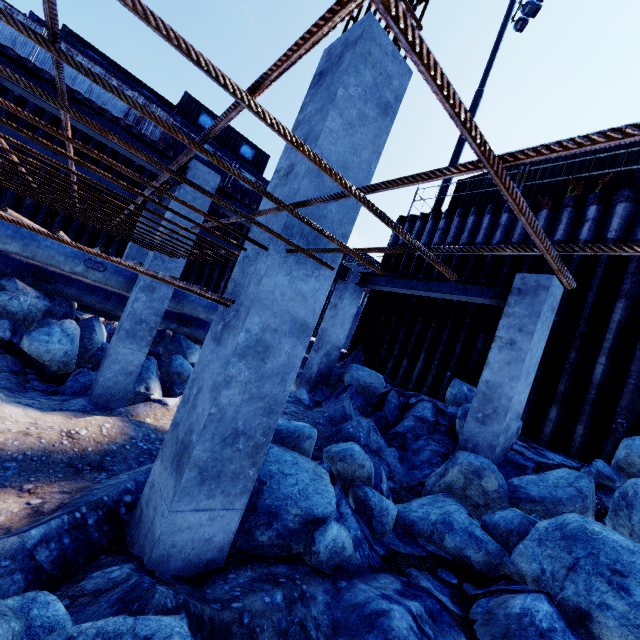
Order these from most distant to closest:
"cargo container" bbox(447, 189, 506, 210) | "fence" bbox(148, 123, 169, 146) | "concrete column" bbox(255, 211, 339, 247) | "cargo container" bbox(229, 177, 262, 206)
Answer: "cargo container" bbox(229, 177, 262, 206) < "fence" bbox(148, 123, 169, 146) < "cargo container" bbox(447, 189, 506, 210) < "concrete column" bbox(255, 211, 339, 247)

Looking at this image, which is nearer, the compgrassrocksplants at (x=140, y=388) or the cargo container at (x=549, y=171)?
the compgrassrocksplants at (x=140, y=388)

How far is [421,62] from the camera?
0.5m

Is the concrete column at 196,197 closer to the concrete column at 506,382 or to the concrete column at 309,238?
the concrete column at 309,238

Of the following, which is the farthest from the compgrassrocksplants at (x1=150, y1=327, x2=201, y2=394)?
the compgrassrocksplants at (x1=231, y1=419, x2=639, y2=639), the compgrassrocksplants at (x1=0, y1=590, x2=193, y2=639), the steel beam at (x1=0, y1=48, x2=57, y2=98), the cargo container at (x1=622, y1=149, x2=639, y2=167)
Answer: the cargo container at (x1=622, y1=149, x2=639, y2=167)

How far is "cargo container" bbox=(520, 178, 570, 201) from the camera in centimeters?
948cm

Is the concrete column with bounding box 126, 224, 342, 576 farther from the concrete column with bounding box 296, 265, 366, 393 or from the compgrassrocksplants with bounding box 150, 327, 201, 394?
the concrete column with bounding box 296, 265, 366, 393

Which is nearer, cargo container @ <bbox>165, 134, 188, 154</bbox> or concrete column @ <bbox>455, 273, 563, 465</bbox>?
concrete column @ <bbox>455, 273, 563, 465</bbox>
